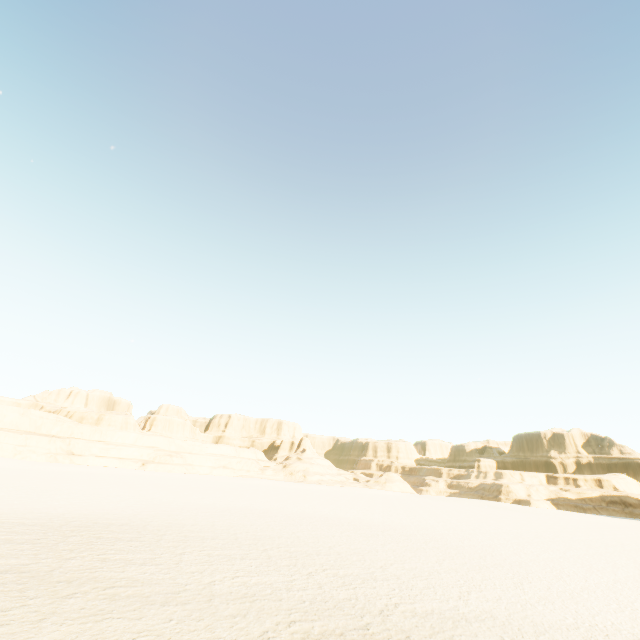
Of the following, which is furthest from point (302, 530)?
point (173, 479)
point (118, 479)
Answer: point (173, 479)
